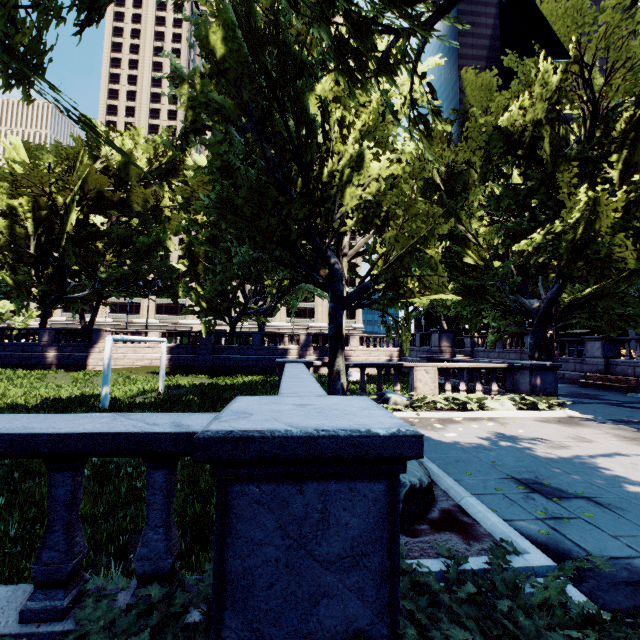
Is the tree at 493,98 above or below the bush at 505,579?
above

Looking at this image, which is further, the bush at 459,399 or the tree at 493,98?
the bush at 459,399

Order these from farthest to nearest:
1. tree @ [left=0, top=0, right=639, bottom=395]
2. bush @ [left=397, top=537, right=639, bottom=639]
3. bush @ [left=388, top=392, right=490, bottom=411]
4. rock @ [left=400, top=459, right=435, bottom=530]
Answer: bush @ [left=388, top=392, right=490, bottom=411]
tree @ [left=0, top=0, right=639, bottom=395]
rock @ [left=400, top=459, right=435, bottom=530]
bush @ [left=397, top=537, right=639, bottom=639]

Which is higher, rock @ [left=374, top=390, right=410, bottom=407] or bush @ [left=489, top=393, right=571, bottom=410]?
rock @ [left=374, top=390, right=410, bottom=407]

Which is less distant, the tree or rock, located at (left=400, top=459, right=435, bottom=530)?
rock, located at (left=400, top=459, right=435, bottom=530)

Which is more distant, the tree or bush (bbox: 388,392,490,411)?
bush (bbox: 388,392,490,411)

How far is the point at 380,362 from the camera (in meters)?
13.49

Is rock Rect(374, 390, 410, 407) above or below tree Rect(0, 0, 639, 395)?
below
